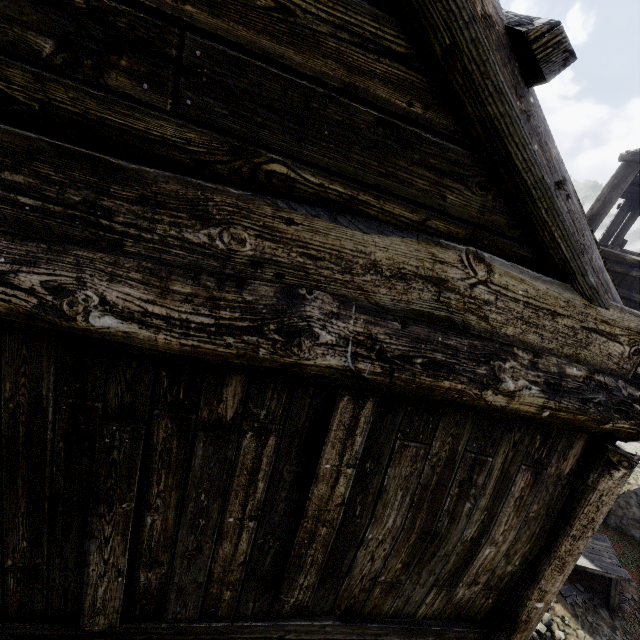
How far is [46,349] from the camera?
1.55m

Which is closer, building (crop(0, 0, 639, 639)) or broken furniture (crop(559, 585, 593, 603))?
building (crop(0, 0, 639, 639))

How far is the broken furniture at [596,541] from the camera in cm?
640

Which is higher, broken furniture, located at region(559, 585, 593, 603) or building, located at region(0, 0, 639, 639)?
building, located at region(0, 0, 639, 639)

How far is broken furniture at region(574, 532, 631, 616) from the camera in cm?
640

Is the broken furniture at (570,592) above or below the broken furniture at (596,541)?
below
